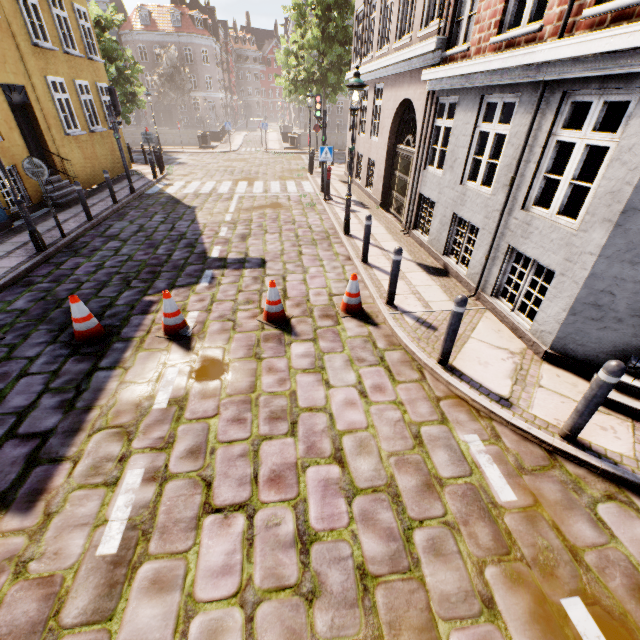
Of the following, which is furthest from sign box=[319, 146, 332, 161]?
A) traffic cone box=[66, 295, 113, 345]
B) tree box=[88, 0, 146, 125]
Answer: tree box=[88, 0, 146, 125]

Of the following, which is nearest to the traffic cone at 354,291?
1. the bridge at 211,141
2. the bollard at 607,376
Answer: the bollard at 607,376

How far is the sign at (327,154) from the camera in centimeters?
1152cm

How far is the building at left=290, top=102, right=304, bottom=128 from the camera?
51.94m

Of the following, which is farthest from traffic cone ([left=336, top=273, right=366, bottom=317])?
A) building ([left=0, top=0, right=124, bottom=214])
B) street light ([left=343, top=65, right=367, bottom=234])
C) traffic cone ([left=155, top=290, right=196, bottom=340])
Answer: building ([left=0, top=0, right=124, bottom=214])

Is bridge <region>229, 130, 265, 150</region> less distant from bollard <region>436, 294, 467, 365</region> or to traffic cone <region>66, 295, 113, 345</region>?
Result: traffic cone <region>66, 295, 113, 345</region>

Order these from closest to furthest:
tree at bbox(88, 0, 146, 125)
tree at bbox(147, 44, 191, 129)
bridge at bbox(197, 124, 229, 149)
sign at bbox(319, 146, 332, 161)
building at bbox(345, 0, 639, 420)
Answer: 1. building at bbox(345, 0, 639, 420)
2. sign at bbox(319, 146, 332, 161)
3. tree at bbox(88, 0, 146, 125)
4. bridge at bbox(197, 124, 229, 149)
5. tree at bbox(147, 44, 191, 129)

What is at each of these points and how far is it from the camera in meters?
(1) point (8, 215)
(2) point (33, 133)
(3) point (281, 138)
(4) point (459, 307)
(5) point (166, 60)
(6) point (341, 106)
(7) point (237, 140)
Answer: (1) building, 9.5 m
(2) building, 11.0 m
(3) bridge, 33.5 m
(4) bollard, 4.1 m
(5) tree, 37.6 m
(6) building, 56.6 m
(7) bridge, 31.9 m
